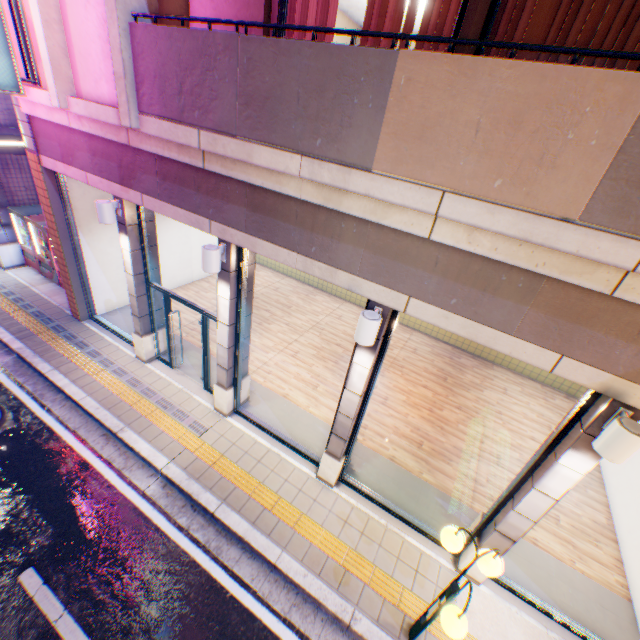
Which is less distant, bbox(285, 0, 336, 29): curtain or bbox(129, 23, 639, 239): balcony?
bbox(129, 23, 639, 239): balcony

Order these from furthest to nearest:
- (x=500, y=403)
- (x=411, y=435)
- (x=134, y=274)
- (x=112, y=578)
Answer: (x=500, y=403) → (x=411, y=435) → (x=134, y=274) → (x=112, y=578)

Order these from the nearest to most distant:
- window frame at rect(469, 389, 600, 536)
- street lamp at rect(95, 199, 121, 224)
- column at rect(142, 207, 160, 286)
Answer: window frame at rect(469, 389, 600, 536) → street lamp at rect(95, 199, 121, 224) → column at rect(142, 207, 160, 286)

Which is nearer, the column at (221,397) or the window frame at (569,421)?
the window frame at (569,421)

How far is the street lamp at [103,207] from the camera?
6.17m

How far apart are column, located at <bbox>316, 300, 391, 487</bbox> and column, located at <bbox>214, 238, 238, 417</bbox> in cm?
245

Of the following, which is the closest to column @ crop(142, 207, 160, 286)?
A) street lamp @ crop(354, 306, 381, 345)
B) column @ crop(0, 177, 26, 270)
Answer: street lamp @ crop(354, 306, 381, 345)

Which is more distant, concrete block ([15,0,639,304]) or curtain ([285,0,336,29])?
curtain ([285,0,336,29])
